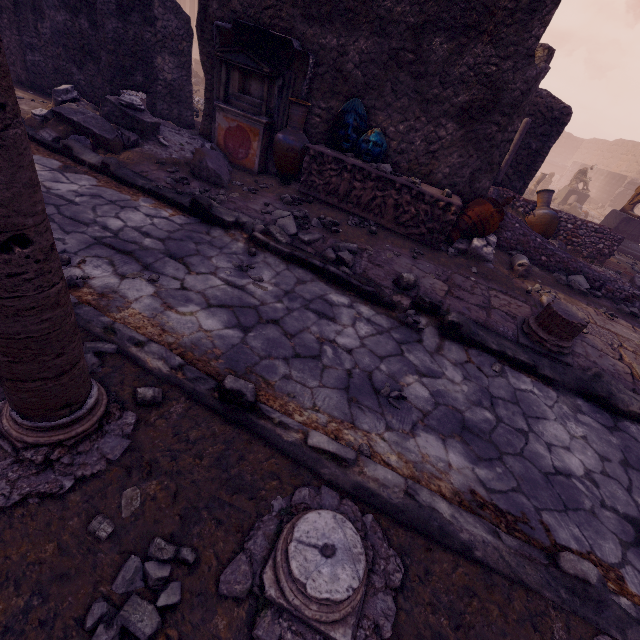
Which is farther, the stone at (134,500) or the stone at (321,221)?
the stone at (321,221)

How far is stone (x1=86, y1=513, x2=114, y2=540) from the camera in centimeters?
146cm

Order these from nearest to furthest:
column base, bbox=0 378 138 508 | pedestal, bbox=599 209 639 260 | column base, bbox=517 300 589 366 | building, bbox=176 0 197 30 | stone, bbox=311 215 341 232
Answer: column base, bbox=0 378 138 508
column base, bbox=517 300 589 366
stone, bbox=311 215 341 232
pedestal, bbox=599 209 639 260
building, bbox=176 0 197 30

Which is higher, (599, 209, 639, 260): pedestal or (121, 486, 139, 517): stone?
(599, 209, 639, 260): pedestal

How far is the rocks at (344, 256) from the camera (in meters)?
4.36

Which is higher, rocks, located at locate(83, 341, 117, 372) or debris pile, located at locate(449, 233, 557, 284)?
debris pile, located at locate(449, 233, 557, 284)

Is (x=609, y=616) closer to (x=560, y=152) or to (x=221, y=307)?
(x=221, y=307)

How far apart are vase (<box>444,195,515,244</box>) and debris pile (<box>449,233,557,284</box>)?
0.0m
